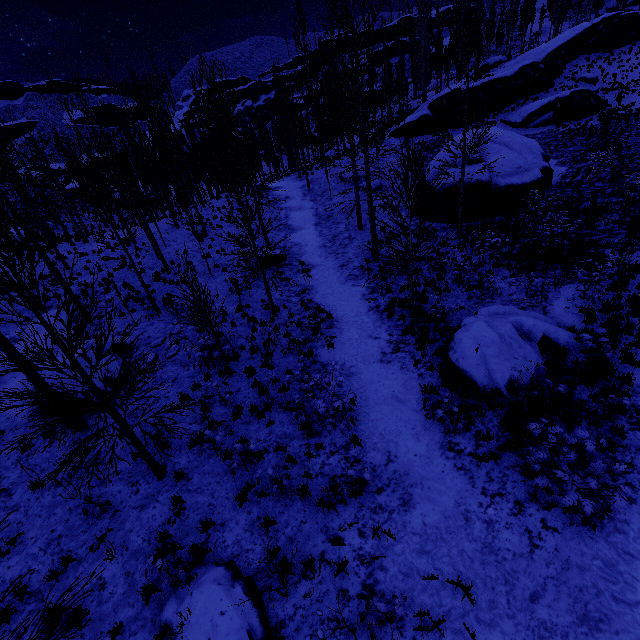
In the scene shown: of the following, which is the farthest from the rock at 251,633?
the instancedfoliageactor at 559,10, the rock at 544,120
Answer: the instancedfoliageactor at 559,10

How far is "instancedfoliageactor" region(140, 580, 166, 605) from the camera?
5.5m

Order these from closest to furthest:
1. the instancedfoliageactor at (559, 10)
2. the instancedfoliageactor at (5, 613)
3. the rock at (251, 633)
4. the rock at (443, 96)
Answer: the instancedfoliageactor at (5, 613), the rock at (251, 633), the rock at (443, 96), the instancedfoliageactor at (559, 10)

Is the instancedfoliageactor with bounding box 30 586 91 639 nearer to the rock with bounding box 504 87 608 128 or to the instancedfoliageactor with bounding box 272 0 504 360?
the instancedfoliageactor with bounding box 272 0 504 360

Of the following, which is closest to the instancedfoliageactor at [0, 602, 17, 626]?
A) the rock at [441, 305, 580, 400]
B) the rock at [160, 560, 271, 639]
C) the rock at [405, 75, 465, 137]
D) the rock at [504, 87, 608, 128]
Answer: the rock at [405, 75, 465, 137]

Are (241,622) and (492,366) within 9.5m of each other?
yes

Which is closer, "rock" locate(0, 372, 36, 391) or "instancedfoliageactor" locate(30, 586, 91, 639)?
"instancedfoliageactor" locate(30, 586, 91, 639)
